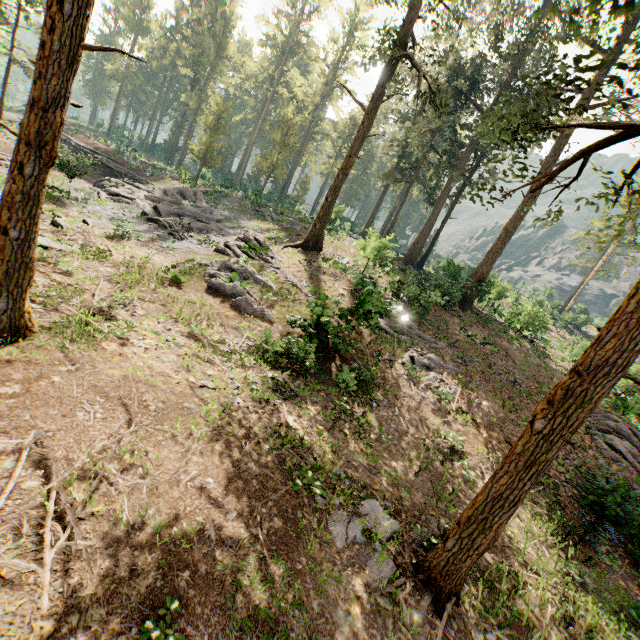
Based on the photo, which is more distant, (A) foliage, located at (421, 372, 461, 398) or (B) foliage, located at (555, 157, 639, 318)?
(A) foliage, located at (421, 372, 461, 398)

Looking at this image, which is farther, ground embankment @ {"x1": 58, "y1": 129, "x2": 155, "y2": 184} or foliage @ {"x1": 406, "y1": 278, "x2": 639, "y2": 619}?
ground embankment @ {"x1": 58, "y1": 129, "x2": 155, "y2": 184}

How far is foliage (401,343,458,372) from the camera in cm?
1577

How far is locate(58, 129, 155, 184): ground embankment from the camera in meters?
20.2

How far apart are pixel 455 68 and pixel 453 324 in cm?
2694

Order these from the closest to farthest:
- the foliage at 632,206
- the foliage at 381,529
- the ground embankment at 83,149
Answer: the foliage at 381,529
the foliage at 632,206
the ground embankment at 83,149

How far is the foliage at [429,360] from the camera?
15.8 meters

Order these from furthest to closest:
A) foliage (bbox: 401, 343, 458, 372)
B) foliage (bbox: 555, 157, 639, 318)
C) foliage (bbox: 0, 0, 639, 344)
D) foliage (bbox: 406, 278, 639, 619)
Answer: foliage (bbox: 401, 343, 458, 372) < foliage (bbox: 555, 157, 639, 318) < foliage (bbox: 0, 0, 639, 344) < foliage (bbox: 406, 278, 639, 619)
